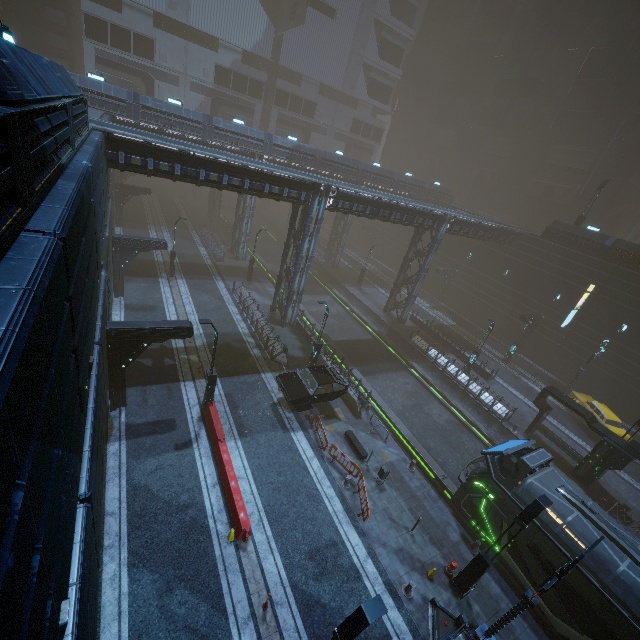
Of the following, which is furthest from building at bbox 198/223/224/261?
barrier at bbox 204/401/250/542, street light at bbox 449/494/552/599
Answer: barrier at bbox 204/401/250/542

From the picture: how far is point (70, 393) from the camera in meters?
4.8

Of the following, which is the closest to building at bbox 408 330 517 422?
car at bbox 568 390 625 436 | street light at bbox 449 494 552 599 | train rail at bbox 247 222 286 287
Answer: train rail at bbox 247 222 286 287

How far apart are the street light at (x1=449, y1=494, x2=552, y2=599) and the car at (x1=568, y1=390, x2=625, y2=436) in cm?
1828

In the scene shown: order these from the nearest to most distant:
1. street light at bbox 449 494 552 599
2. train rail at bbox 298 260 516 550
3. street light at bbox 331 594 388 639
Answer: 1. street light at bbox 331 594 388 639
2. street light at bbox 449 494 552 599
3. train rail at bbox 298 260 516 550

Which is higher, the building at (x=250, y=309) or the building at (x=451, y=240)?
the building at (x=451, y=240)

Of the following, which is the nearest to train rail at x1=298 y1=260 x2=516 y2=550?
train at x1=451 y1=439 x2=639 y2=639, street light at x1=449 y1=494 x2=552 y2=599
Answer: train at x1=451 y1=439 x2=639 y2=639

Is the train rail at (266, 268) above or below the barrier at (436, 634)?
below
